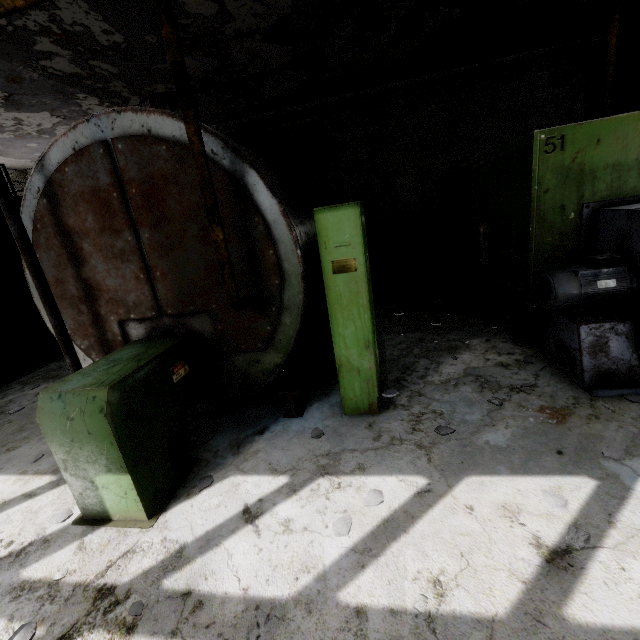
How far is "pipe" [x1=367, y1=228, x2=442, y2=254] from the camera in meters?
12.6

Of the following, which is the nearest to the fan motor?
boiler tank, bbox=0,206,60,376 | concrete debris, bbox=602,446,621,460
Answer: concrete debris, bbox=602,446,621,460

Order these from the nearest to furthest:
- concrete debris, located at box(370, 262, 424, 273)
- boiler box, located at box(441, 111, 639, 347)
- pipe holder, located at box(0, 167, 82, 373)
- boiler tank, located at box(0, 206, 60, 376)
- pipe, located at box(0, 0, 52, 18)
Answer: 1. pipe, located at box(0, 0, 52, 18)
2. pipe holder, located at box(0, 167, 82, 373)
3. boiler box, located at box(441, 111, 639, 347)
4. boiler tank, located at box(0, 206, 60, 376)
5. concrete debris, located at box(370, 262, 424, 273)

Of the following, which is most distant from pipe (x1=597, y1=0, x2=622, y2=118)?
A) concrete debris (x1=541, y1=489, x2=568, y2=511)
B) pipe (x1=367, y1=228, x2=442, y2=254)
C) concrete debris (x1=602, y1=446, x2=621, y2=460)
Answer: concrete debris (x1=541, y1=489, x2=568, y2=511)

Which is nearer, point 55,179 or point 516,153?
point 55,179

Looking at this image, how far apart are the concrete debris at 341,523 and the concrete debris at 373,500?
0.2 meters

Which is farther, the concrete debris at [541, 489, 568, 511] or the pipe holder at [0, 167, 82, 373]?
the pipe holder at [0, 167, 82, 373]

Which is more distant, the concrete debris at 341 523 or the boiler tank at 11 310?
the boiler tank at 11 310
